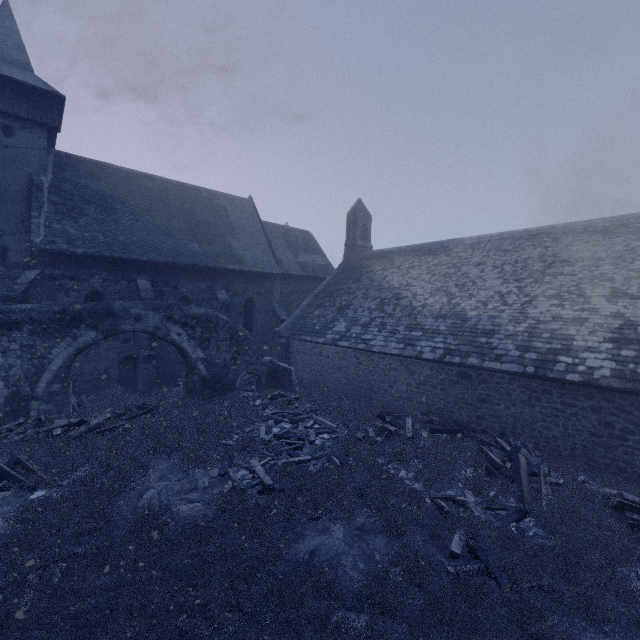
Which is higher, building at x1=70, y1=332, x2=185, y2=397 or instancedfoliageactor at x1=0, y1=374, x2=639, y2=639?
building at x1=70, y1=332, x2=185, y2=397

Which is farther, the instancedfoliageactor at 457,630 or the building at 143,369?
the building at 143,369

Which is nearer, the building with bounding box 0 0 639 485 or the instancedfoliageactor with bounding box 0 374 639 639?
the instancedfoliageactor with bounding box 0 374 639 639

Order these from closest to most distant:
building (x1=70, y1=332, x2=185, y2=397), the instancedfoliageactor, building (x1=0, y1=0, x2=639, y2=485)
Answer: the instancedfoliageactor, building (x1=0, y1=0, x2=639, y2=485), building (x1=70, y1=332, x2=185, y2=397)

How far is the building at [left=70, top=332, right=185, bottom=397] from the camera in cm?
1598

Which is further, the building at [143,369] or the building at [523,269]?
the building at [143,369]

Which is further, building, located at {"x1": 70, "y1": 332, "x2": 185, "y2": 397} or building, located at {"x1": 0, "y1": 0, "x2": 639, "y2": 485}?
building, located at {"x1": 70, "y1": 332, "x2": 185, "y2": 397}

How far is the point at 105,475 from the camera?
8.6m
